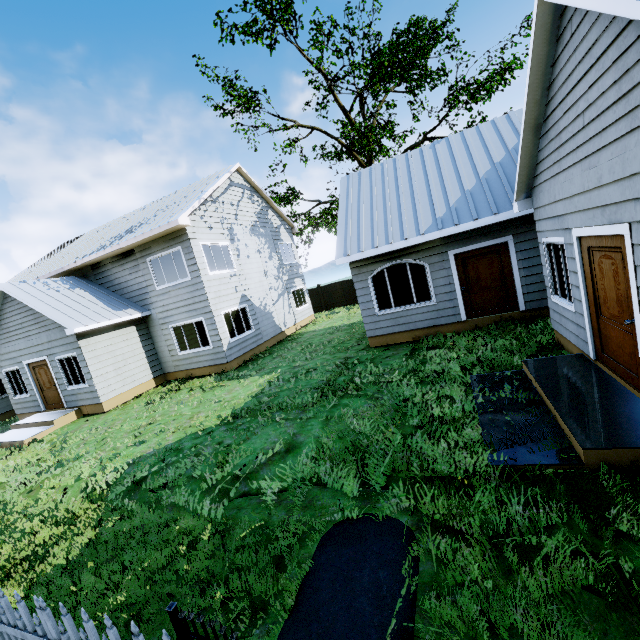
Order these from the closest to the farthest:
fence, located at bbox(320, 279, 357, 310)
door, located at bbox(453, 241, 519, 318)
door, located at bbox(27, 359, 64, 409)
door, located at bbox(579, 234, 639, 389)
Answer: door, located at bbox(579, 234, 639, 389)
door, located at bbox(453, 241, 519, 318)
door, located at bbox(27, 359, 64, 409)
fence, located at bbox(320, 279, 357, 310)

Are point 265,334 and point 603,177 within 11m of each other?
no

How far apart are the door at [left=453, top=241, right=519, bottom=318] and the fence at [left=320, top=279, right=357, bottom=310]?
14.94m

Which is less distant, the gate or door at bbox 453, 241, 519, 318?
the gate

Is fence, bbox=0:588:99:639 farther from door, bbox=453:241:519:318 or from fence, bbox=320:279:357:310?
fence, bbox=320:279:357:310

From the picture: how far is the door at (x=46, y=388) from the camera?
13.1 meters

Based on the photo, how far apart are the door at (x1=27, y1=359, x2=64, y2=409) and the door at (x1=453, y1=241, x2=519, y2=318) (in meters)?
15.64

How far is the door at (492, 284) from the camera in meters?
9.5 m
